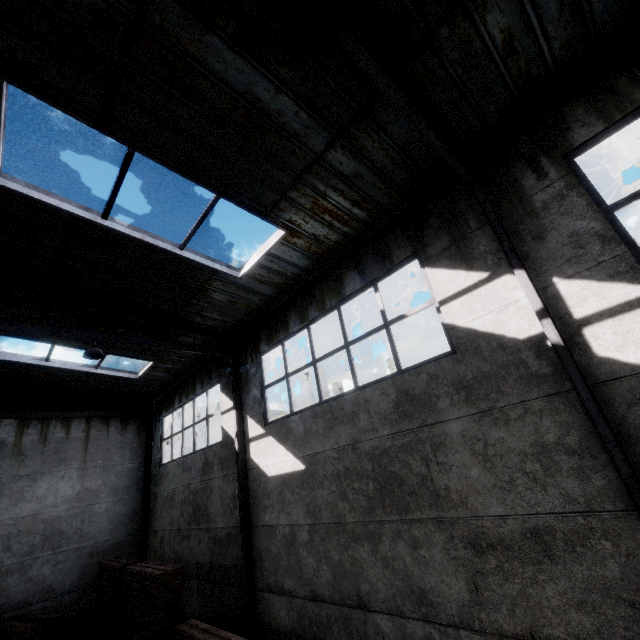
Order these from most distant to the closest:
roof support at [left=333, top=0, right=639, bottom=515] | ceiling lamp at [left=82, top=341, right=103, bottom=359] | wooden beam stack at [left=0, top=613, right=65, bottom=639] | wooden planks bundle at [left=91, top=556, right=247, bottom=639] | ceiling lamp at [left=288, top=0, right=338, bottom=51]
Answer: wooden beam stack at [left=0, top=613, right=65, bottom=639] < ceiling lamp at [left=82, top=341, right=103, bottom=359] < wooden planks bundle at [left=91, top=556, right=247, bottom=639] < roof support at [left=333, top=0, right=639, bottom=515] < ceiling lamp at [left=288, top=0, right=338, bottom=51]

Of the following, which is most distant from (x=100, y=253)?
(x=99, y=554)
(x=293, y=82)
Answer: (x=99, y=554)

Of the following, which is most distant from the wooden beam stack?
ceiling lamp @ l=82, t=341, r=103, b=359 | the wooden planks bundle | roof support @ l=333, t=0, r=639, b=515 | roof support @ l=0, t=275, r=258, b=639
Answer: roof support @ l=333, t=0, r=639, b=515

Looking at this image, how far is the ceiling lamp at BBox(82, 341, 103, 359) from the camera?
7.47m

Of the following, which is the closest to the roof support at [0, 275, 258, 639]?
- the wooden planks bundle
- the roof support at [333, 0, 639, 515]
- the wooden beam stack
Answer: the wooden planks bundle

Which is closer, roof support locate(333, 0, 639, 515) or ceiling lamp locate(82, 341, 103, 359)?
roof support locate(333, 0, 639, 515)

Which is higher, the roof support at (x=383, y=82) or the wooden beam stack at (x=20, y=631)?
the roof support at (x=383, y=82)

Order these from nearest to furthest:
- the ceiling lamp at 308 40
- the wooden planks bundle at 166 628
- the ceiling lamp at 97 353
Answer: the ceiling lamp at 308 40, the wooden planks bundle at 166 628, the ceiling lamp at 97 353
